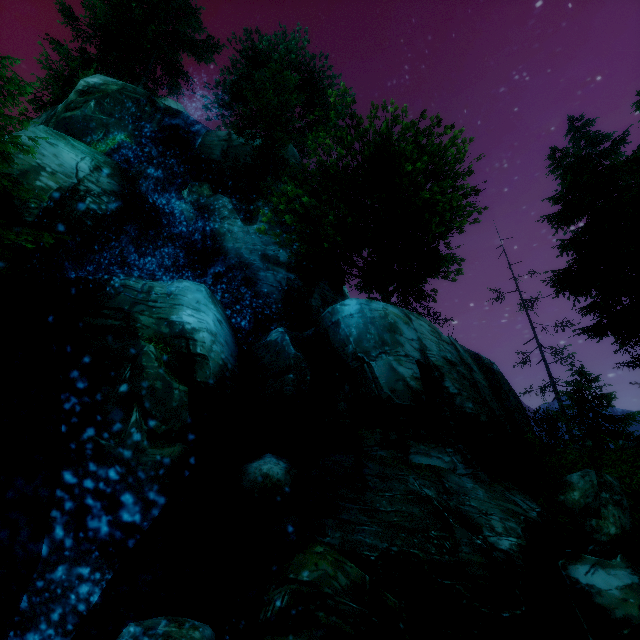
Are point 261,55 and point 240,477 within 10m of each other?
no

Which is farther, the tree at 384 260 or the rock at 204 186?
the rock at 204 186

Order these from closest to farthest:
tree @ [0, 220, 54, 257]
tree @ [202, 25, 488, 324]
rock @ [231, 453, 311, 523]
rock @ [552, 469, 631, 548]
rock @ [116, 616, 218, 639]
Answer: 1. rock @ [116, 616, 218, 639]
2. rock @ [231, 453, 311, 523]
3. tree @ [0, 220, 54, 257]
4. rock @ [552, 469, 631, 548]
5. tree @ [202, 25, 488, 324]

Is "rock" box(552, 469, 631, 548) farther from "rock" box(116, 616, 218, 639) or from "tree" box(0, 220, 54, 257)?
"tree" box(0, 220, 54, 257)

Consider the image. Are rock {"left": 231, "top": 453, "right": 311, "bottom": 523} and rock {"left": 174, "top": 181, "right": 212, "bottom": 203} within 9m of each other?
no

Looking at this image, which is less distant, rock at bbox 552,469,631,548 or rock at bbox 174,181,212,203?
rock at bbox 552,469,631,548

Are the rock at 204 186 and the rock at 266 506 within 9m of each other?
no

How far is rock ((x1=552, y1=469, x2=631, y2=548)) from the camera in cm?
927
